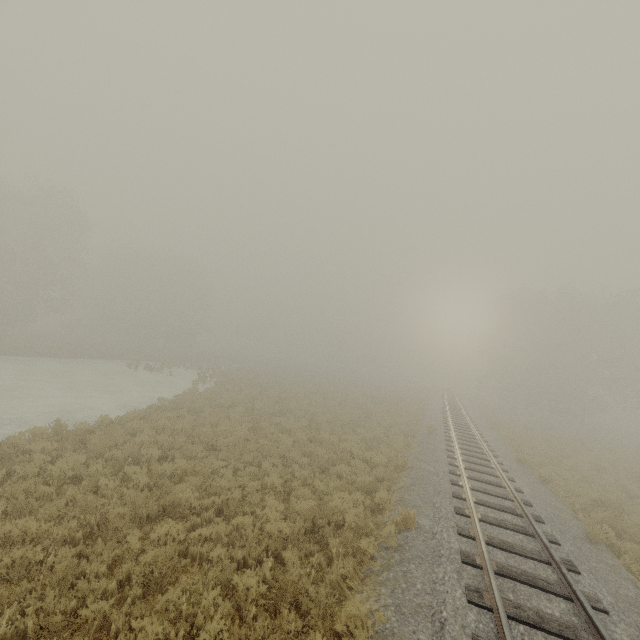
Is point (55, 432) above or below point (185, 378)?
above
